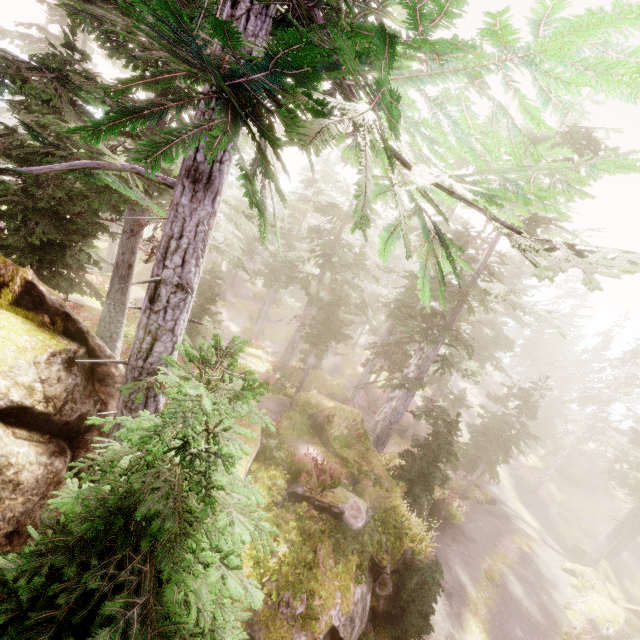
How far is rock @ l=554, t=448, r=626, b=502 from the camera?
38.8m

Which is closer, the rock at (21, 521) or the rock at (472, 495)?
the rock at (21, 521)

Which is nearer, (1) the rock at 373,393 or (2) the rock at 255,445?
(2) the rock at 255,445

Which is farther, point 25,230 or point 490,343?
point 490,343

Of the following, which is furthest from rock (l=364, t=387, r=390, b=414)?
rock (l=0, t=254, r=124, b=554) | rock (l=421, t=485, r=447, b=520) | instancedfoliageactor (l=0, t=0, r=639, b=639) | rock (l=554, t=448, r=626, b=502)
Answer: rock (l=554, t=448, r=626, b=502)

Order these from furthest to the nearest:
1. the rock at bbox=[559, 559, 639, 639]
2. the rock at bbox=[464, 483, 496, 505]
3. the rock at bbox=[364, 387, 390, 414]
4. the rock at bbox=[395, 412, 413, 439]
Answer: the rock at bbox=[364, 387, 390, 414] → the rock at bbox=[395, 412, 413, 439] → the rock at bbox=[464, 483, 496, 505] → the rock at bbox=[559, 559, 639, 639]

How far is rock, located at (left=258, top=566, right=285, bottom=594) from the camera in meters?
8.3
